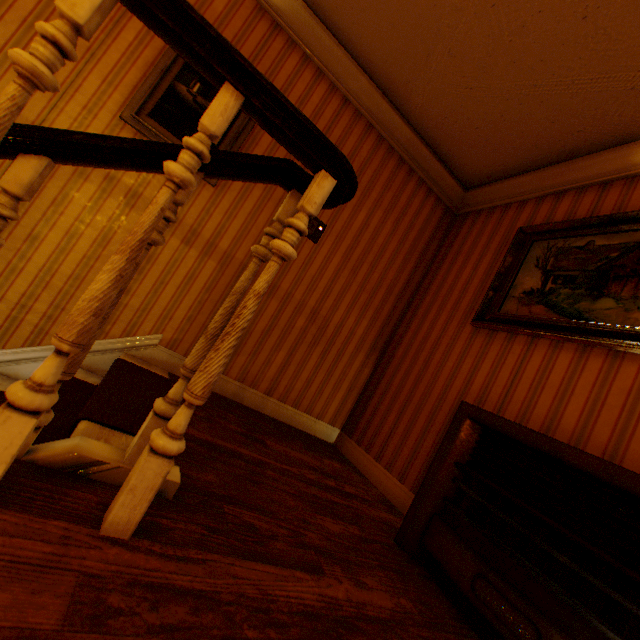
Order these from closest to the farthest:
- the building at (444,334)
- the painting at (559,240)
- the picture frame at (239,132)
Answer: the building at (444,334)
the painting at (559,240)
the picture frame at (239,132)

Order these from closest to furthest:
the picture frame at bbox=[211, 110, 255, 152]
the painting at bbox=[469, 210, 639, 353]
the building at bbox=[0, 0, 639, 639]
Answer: the building at bbox=[0, 0, 639, 639] < the painting at bbox=[469, 210, 639, 353] < the picture frame at bbox=[211, 110, 255, 152]

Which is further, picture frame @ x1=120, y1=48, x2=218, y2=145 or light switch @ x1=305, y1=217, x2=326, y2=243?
light switch @ x1=305, y1=217, x2=326, y2=243

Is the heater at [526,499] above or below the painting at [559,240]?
below

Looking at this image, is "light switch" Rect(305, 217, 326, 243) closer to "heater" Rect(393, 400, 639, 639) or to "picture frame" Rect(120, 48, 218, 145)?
"picture frame" Rect(120, 48, 218, 145)

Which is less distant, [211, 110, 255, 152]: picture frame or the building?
the building

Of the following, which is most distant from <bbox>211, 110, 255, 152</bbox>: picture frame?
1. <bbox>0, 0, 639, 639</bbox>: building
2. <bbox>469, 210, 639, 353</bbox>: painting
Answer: <bbox>469, 210, 639, 353</bbox>: painting

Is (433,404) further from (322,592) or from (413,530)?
(322,592)
